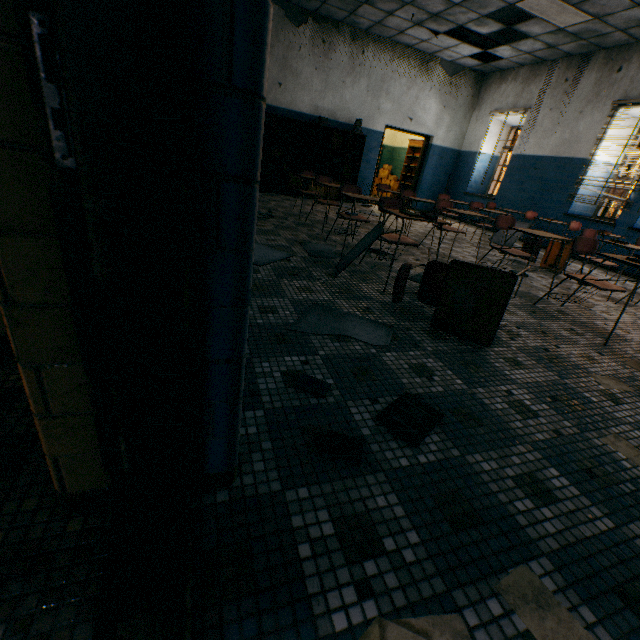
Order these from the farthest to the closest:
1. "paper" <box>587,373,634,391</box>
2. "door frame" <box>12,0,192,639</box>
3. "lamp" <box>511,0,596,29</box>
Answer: "lamp" <box>511,0,596,29</box> → "paper" <box>587,373,634,391</box> → "door frame" <box>12,0,192,639</box>

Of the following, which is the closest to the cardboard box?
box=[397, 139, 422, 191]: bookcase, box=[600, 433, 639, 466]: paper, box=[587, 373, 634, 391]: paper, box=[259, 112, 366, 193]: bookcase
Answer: box=[397, 139, 422, 191]: bookcase

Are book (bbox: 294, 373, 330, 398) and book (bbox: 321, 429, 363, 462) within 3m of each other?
yes

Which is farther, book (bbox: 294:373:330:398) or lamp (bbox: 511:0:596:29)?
lamp (bbox: 511:0:596:29)

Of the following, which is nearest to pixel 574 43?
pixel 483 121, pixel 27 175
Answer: pixel 483 121

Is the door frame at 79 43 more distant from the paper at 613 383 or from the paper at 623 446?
the paper at 613 383

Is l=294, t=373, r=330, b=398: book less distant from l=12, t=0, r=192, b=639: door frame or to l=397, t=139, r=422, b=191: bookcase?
l=12, t=0, r=192, b=639: door frame

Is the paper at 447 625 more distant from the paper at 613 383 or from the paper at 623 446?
the paper at 613 383
